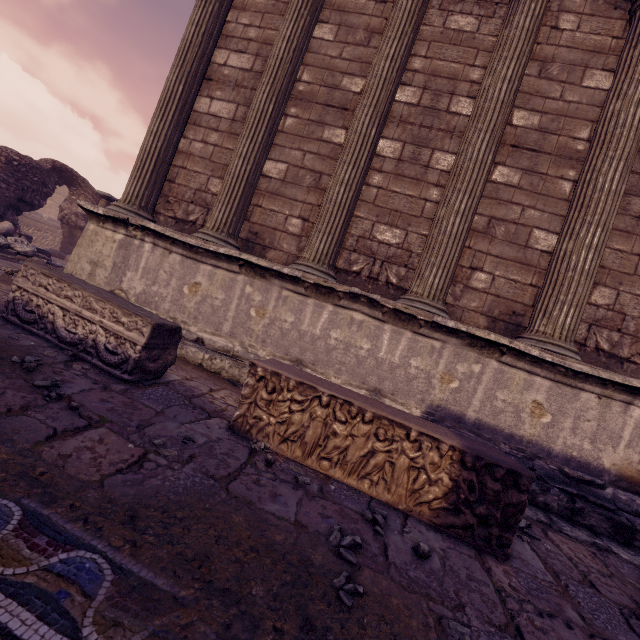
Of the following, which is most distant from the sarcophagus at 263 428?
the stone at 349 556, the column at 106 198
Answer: the column at 106 198

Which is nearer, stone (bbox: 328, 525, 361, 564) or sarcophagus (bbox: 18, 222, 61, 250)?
stone (bbox: 328, 525, 361, 564)

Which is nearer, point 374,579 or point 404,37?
point 374,579

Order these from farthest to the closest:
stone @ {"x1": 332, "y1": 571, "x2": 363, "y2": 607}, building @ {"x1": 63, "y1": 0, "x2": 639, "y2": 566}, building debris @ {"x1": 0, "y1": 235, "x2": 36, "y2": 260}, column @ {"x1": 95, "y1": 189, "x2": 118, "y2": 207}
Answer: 1. column @ {"x1": 95, "y1": 189, "x2": 118, "y2": 207}
2. building debris @ {"x1": 0, "y1": 235, "x2": 36, "y2": 260}
3. building @ {"x1": 63, "y1": 0, "x2": 639, "y2": 566}
4. stone @ {"x1": 332, "y1": 571, "x2": 363, "y2": 607}

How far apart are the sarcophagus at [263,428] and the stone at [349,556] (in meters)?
0.54

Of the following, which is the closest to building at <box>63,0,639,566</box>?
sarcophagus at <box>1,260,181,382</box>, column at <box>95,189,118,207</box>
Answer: sarcophagus at <box>1,260,181,382</box>

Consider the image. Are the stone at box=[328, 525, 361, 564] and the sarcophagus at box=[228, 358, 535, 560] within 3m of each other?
yes

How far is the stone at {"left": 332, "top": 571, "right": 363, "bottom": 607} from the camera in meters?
1.3 m
